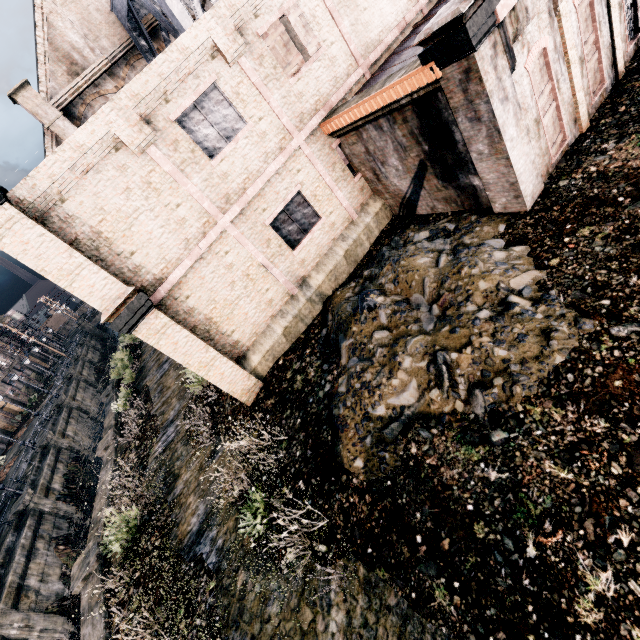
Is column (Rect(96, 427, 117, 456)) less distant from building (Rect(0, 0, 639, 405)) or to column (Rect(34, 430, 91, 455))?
building (Rect(0, 0, 639, 405))

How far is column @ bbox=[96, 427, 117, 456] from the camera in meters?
20.6

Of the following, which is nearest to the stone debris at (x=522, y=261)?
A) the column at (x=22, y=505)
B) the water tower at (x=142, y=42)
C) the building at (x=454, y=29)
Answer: the building at (x=454, y=29)

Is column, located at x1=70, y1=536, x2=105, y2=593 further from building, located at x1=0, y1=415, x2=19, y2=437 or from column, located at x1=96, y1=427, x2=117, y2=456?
building, located at x1=0, y1=415, x2=19, y2=437

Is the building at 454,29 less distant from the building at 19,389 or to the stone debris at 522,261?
the stone debris at 522,261

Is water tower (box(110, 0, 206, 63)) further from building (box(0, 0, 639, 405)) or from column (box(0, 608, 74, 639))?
column (box(0, 608, 74, 639))

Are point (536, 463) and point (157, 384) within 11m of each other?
no

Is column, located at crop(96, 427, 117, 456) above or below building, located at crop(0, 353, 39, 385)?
below
